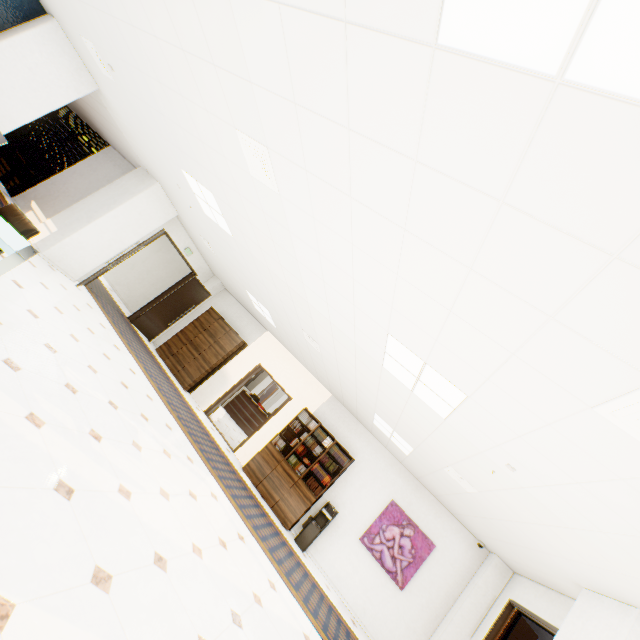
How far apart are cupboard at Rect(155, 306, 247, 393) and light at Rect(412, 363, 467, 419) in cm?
652

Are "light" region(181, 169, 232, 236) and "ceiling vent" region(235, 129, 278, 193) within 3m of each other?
yes

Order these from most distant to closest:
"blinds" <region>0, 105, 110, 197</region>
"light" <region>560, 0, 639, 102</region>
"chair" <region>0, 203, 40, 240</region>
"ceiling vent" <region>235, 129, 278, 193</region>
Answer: "blinds" <region>0, 105, 110, 197</region> < "chair" <region>0, 203, 40, 240</region> < "ceiling vent" <region>235, 129, 278, 193</region> < "light" <region>560, 0, 639, 102</region>

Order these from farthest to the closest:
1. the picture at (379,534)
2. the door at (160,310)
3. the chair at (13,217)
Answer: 1. the door at (160,310)
2. the picture at (379,534)
3. the chair at (13,217)

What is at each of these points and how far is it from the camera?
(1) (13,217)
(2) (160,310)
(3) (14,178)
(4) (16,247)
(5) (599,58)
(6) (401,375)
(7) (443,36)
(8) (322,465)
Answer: (1) chair, 3.93m
(2) door, 10.38m
(3) blinds, 9.24m
(4) desk, 3.21m
(5) light, 0.97m
(6) light, 4.00m
(7) light, 1.24m
(8) book, 7.94m

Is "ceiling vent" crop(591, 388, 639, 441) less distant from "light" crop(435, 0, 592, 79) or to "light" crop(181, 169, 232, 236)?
"light" crop(435, 0, 592, 79)

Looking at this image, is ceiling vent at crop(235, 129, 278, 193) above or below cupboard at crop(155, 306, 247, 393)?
above

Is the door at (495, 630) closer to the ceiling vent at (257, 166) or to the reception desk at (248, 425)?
the ceiling vent at (257, 166)
